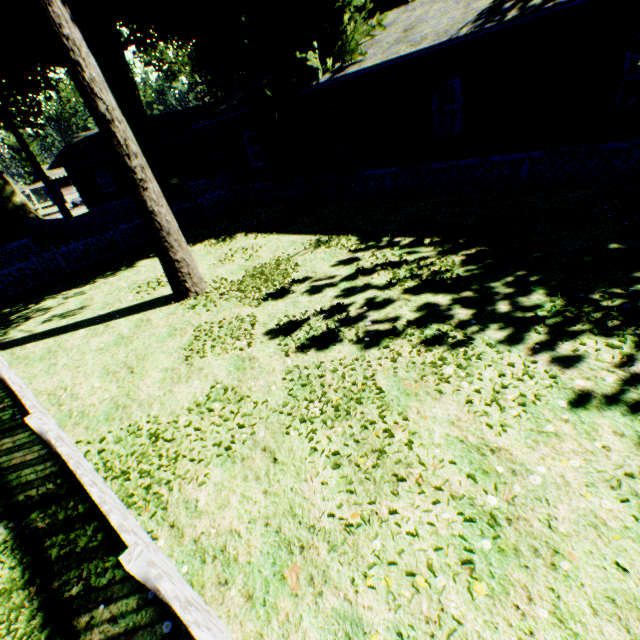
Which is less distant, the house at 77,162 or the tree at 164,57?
the house at 77,162

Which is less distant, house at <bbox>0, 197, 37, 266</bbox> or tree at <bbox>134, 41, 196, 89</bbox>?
house at <bbox>0, 197, 37, 266</bbox>

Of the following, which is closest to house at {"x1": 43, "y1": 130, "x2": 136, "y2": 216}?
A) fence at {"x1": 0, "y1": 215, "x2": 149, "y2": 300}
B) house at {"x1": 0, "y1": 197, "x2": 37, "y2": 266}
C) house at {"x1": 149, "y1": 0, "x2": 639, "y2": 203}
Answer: house at {"x1": 149, "y1": 0, "x2": 639, "y2": 203}

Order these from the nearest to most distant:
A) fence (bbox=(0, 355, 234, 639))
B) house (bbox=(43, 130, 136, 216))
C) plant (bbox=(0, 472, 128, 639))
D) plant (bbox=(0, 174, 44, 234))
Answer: fence (bbox=(0, 355, 234, 639)), plant (bbox=(0, 472, 128, 639)), house (bbox=(43, 130, 136, 216)), plant (bbox=(0, 174, 44, 234))

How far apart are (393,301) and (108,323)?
7.5 meters

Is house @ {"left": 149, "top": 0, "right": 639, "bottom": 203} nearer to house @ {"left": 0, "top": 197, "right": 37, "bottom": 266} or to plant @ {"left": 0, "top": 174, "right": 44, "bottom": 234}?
plant @ {"left": 0, "top": 174, "right": 44, "bottom": 234}

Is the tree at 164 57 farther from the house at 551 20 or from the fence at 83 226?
the house at 551 20

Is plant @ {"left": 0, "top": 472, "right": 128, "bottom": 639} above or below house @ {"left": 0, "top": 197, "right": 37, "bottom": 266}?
below
